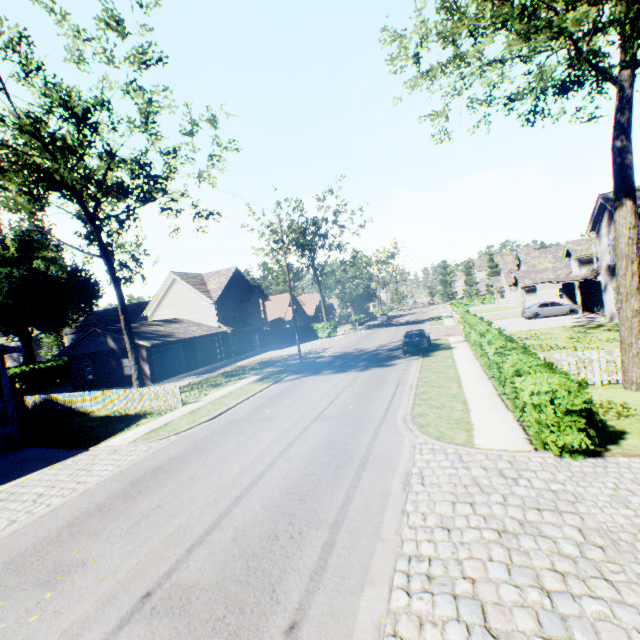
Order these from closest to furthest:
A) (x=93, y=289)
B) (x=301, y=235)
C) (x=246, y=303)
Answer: (x=246, y=303)
(x=301, y=235)
(x=93, y=289)

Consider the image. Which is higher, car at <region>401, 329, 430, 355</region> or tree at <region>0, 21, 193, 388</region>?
tree at <region>0, 21, 193, 388</region>

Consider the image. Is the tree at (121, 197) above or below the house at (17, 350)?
above

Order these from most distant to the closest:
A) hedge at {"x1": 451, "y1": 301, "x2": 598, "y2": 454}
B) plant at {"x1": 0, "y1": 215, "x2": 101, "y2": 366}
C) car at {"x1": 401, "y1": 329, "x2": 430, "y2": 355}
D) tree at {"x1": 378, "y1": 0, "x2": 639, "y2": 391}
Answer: plant at {"x1": 0, "y1": 215, "x2": 101, "y2": 366} < car at {"x1": 401, "y1": 329, "x2": 430, "y2": 355} < tree at {"x1": 378, "y1": 0, "x2": 639, "y2": 391} < hedge at {"x1": 451, "y1": 301, "x2": 598, "y2": 454}

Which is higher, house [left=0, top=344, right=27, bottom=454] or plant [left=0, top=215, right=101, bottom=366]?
plant [left=0, top=215, right=101, bottom=366]

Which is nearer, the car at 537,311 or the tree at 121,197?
the tree at 121,197

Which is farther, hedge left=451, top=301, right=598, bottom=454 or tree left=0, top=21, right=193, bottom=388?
tree left=0, top=21, right=193, bottom=388

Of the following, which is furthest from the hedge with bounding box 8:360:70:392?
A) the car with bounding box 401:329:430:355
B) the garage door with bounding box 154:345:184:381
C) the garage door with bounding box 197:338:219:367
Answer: the car with bounding box 401:329:430:355
